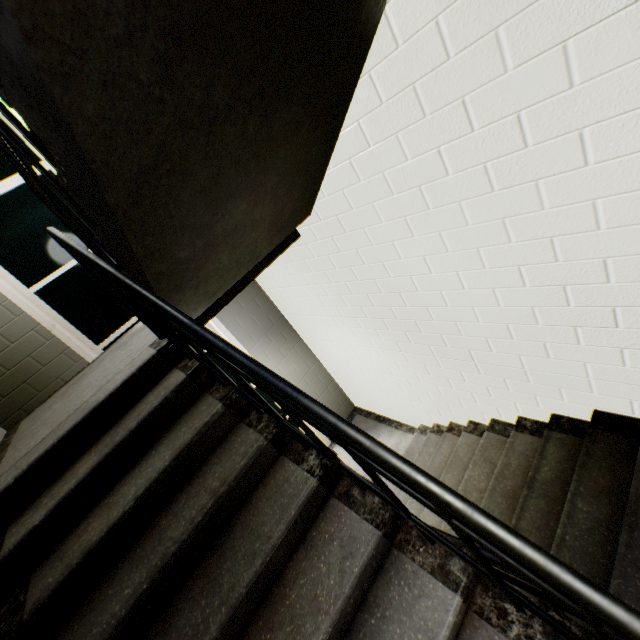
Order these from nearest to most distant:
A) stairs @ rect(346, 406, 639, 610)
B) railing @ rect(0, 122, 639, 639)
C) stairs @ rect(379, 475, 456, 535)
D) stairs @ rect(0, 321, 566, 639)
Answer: railing @ rect(0, 122, 639, 639) → stairs @ rect(0, 321, 566, 639) → stairs @ rect(346, 406, 639, 610) → stairs @ rect(379, 475, 456, 535)

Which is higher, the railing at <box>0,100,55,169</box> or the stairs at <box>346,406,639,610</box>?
the railing at <box>0,100,55,169</box>

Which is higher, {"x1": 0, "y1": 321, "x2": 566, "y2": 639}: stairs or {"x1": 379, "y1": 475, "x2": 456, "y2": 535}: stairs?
{"x1": 0, "y1": 321, "x2": 566, "y2": 639}: stairs

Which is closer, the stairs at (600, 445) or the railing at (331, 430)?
the railing at (331, 430)

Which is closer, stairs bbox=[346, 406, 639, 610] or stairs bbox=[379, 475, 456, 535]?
stairs bbox=[346, 406, 639, 610]

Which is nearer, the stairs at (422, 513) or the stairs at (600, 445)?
the stairs at (600, 445)

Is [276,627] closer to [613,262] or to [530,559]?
[530,559]

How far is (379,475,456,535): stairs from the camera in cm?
283
